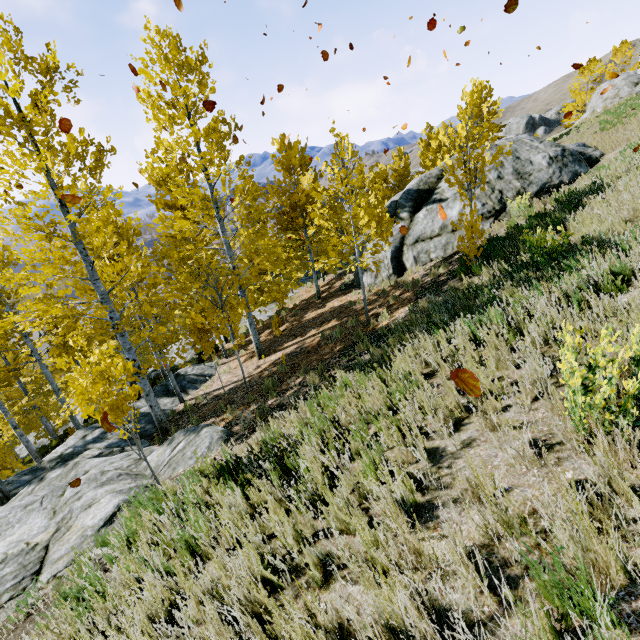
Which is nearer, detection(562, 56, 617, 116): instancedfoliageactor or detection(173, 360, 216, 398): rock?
detection(173, 360, 216, 398): rock

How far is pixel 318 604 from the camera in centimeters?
208cm

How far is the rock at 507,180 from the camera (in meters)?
12.14

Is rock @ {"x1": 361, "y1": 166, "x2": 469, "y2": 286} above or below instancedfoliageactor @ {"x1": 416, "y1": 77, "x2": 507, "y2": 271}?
below

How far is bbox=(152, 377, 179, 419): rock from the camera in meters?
12.7

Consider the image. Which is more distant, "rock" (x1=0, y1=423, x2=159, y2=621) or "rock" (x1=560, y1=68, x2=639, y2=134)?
"rock" (x1=560, y1=68, x2=639, y2=134)

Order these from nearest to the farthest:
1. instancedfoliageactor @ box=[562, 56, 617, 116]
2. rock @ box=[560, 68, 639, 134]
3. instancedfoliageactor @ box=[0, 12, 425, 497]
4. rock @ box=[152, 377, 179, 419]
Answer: instancedfoliageactor @ box=[0, 12, 425, 497]
rock @ box=[152, 377, 179, 419]
rock @ box=[560, 68, 639, 134]
instancedfoliageactor @ box=[562, 56, 617, 116]

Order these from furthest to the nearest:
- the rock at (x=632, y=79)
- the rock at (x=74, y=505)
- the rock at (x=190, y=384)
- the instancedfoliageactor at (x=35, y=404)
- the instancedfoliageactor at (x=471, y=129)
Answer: the rock at (x=632, y=79)
the rock at (x=190, y=384)
the instancedfoliageactor at (x=471, y=129)
the instancedfoliageactor at (x=35, y=404)
the rock at (x=74, y=505)
